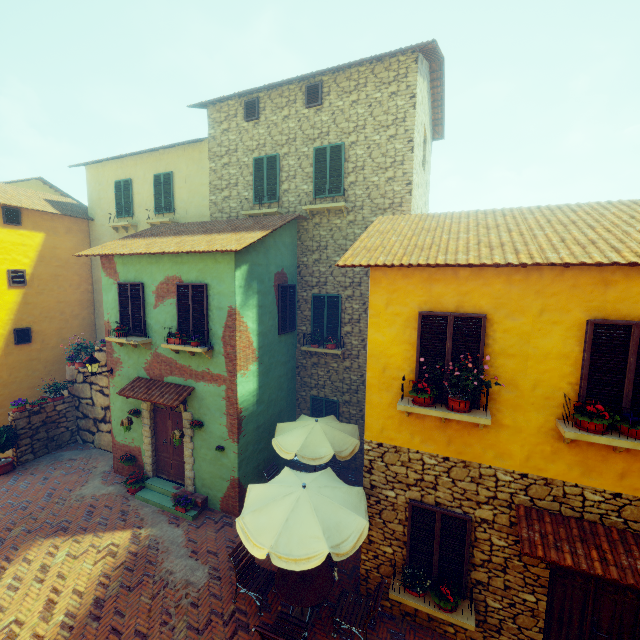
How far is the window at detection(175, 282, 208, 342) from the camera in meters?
8.9

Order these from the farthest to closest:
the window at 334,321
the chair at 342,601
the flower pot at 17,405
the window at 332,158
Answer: the flower pot at 17,405 < the window at 334,321 < the window at 332,158 < the chair at 342,601

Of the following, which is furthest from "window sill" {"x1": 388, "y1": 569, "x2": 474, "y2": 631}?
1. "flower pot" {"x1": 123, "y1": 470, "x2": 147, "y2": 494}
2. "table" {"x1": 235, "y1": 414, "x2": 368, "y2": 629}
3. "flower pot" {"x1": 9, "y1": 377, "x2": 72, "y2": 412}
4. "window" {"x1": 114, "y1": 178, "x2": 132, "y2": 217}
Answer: "window" {"x1": 114, "y1": 178, "x2": 132, "y2": 217}

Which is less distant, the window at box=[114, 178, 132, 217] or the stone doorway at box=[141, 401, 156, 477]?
the stone doorway at box=[141, 401, 156, 477]

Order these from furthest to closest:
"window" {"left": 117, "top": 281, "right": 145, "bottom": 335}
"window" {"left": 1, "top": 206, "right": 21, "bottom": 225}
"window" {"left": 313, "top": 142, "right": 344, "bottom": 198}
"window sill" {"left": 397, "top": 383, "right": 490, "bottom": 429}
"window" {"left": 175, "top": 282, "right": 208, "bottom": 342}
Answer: "window" {"left": 1, "top": 206, "right": 21, "bottom": 225}, "window" {"left": 313, "top": 142, "right": 344, "bottom": 198}, "window" {"left": 117, "top": 281, "right": 145, "bottom": 335}, "window" {"left": 175, "top": 282, "right": 208, "bottom": 342}, "window sill" {"left": 397, "top": 383, "right": 490, "bottom": 429}

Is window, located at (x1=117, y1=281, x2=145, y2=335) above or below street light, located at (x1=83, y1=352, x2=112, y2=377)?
above

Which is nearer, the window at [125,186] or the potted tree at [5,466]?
the potted tree at [5,466]

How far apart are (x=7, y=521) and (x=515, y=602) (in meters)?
12.85
